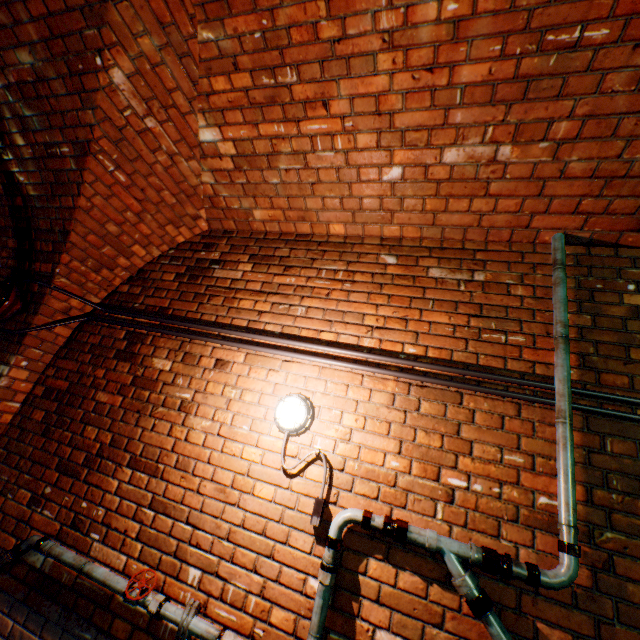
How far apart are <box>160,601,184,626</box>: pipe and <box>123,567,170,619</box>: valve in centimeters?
3cm

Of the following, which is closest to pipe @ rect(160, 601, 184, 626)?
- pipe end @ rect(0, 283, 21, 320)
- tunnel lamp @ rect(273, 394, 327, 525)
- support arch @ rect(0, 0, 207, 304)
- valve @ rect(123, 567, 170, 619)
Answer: Answer: valve @ rect(123, 567, 170, 619)

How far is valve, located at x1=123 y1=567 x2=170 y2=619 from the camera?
1.8 meters

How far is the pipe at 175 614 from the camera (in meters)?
1.76

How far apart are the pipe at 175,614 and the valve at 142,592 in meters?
0.0

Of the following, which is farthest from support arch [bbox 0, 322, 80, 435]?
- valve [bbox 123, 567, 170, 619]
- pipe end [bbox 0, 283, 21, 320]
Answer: valve [bbox 123, 567, 170, 619]

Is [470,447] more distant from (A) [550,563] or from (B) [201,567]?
(B) [201,567]
